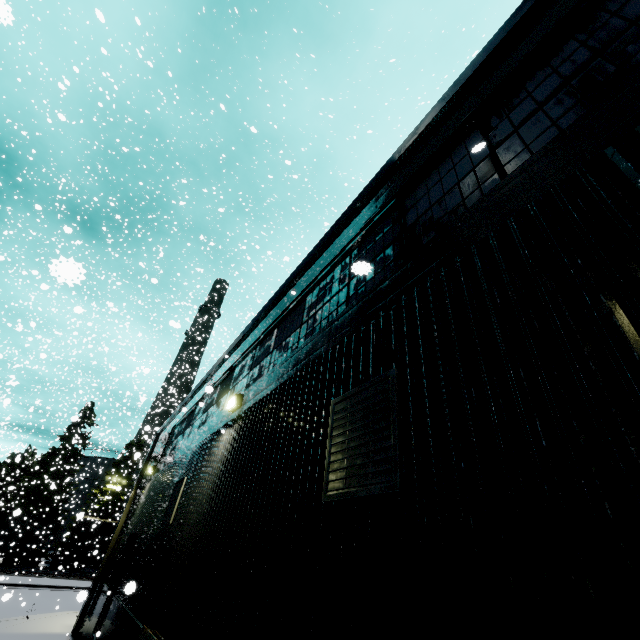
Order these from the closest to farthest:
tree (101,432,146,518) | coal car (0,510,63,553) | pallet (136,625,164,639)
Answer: pallet (136,625,164,639), coal car (0,510,63,553), tree (101,432,146,518)

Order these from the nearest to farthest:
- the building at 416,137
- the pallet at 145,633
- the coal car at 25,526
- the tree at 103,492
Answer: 1. the building at 416,137
2. the pallet at 145,633
3. the coal car at 25,526
4. the tree at 103,492

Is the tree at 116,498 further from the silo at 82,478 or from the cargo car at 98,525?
the cargo car at 98,525

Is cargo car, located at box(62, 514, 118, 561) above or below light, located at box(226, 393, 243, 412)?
below

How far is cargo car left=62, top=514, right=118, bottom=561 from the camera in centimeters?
3388cm

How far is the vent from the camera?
2.48m

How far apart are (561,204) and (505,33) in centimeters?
279cm

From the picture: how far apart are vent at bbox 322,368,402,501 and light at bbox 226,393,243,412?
3.54m
